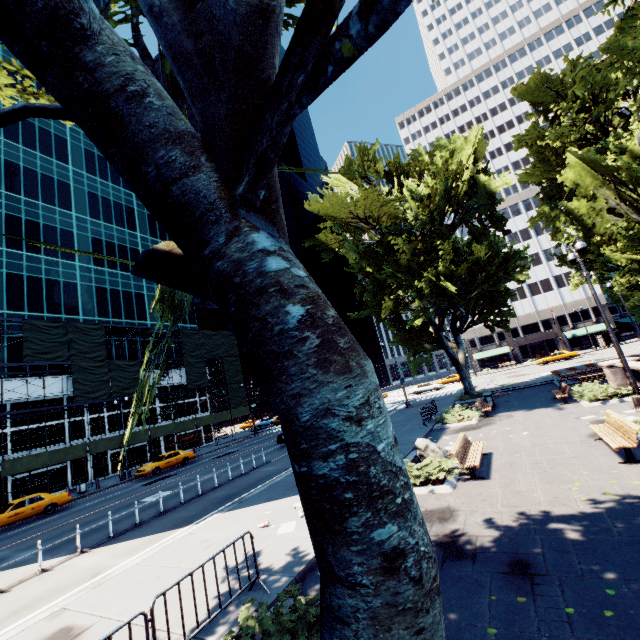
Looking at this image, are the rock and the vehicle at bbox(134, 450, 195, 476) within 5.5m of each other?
no

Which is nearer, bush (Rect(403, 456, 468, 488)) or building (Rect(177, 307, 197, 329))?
bush (Rect(403, 456, 468, 488))

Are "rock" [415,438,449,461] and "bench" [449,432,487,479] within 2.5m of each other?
yes

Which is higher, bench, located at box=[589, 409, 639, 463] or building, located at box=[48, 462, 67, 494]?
building, located at box=[48, 462, 67, 494]

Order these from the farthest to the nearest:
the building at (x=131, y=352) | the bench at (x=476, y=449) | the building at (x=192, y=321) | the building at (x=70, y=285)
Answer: the building at (x=192, y=321)
the building at (x=131, y=352)
the building at (x=70, y=285)
the bench at (x=476, y=449)

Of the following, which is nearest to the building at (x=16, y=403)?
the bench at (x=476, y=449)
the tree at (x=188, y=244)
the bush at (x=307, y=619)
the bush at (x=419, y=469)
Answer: the tree at (x=188, y=244)

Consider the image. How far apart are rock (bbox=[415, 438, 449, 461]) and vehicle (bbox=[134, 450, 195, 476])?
24.3 meters

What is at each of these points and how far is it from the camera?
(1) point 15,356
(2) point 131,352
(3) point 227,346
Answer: (1) building, 30.3 meters
(2) building, 39.9 meters
(3) scaffolding, 48.6 meters
